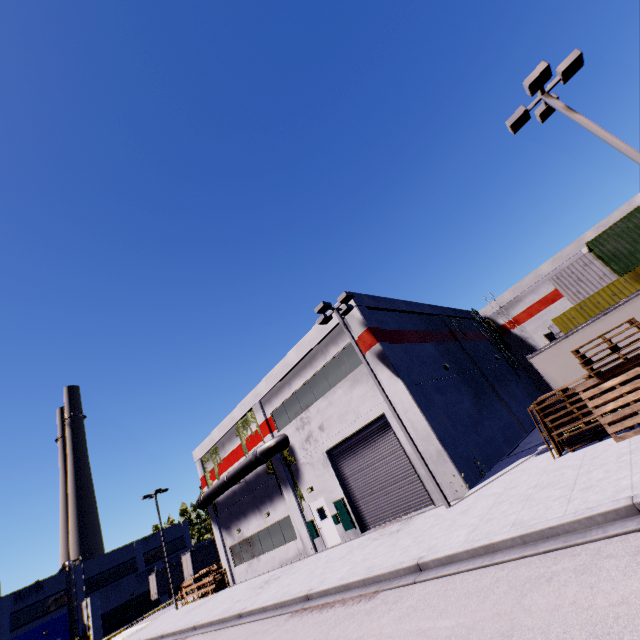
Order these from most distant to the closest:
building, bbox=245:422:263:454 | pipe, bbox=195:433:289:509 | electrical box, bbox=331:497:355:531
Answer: building, bbox=245:422:263:454, pipe, bbox=195:433:289:509, electrical box, bbox=331:497:355:531

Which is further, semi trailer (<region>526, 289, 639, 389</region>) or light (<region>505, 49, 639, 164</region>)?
semi trailer (<region>526, 289, 639, 389</region>)

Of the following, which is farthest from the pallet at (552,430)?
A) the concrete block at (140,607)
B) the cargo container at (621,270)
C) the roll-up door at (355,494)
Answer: the concrete block at (140,607)

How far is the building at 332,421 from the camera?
17.70m

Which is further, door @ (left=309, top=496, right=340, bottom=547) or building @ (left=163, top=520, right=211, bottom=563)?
building @ (left=163, top=520, right=211, bottom=563)

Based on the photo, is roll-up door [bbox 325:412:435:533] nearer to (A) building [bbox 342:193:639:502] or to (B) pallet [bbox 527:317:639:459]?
(A) building [bbox 342:193:639:502]

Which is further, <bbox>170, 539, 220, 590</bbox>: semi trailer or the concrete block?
the concrete block

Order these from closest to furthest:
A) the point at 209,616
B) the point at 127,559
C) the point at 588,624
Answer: the point at 588,624
the point at 209,616
the point at 127,559
